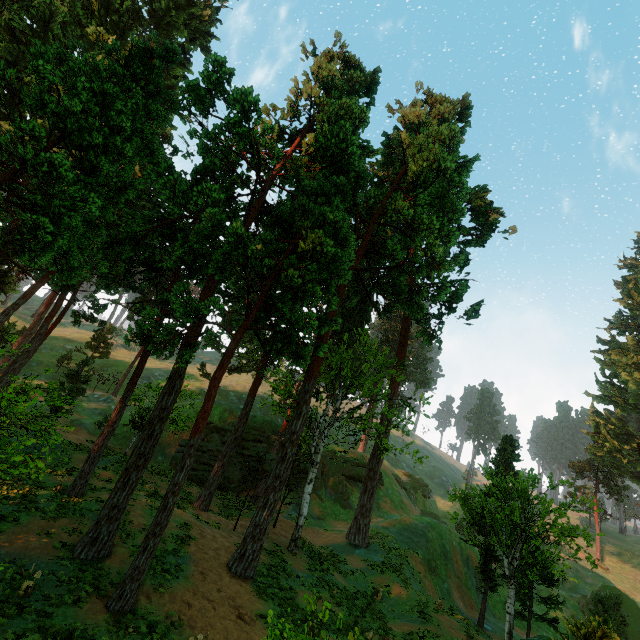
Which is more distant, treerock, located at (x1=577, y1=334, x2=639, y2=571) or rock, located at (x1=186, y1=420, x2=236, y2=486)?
treerock, located at (x1=577, y1=334, x2=639, y2=571)

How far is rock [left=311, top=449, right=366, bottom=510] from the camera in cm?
3969

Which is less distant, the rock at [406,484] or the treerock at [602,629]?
the treerock at [602,629]

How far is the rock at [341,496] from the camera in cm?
3969

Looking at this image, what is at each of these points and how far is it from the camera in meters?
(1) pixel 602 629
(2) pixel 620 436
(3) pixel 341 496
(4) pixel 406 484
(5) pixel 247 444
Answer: (1) treerock, 8.8 m
(2) treerock, 55.4 m
(3) rock, 39.9 m
(4) rock, 55.5 m
(5) rock, 35.6 m

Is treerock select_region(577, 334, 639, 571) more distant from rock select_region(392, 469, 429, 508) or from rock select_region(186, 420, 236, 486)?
rock select_region(392, 469, 429, 508)

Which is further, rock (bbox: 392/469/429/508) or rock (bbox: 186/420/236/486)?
rock (bbox: 392/469/429/508)
